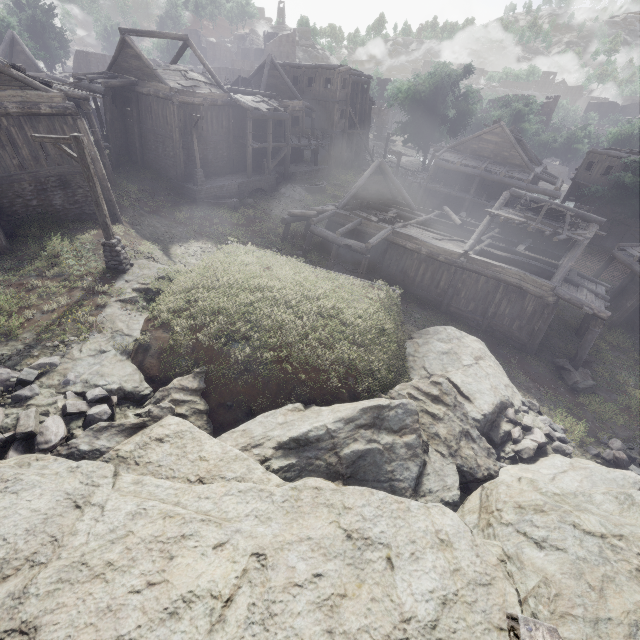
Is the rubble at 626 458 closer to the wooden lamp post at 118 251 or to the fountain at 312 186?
the wooden lamp post at 118 251

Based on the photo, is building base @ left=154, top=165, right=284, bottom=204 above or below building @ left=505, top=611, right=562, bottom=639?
below

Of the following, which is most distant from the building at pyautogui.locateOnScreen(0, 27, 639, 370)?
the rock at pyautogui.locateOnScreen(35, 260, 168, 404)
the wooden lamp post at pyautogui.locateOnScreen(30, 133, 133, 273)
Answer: the rock at pyautogui.locateOnScreen(35, 260, 168, 404)

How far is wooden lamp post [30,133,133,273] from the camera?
10.4 meters

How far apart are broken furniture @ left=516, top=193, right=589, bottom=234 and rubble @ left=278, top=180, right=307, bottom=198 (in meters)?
18.21

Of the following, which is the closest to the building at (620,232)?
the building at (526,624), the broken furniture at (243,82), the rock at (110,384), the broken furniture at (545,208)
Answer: the broken furniture at (243,82)

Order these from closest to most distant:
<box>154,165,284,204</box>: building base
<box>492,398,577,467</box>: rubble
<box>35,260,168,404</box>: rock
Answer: <box>35,260,168,404</box>: rock, <box>492,398,577,467</box>: rubble, <box>154,165,284,204</box>: building base

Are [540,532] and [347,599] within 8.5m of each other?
yes
